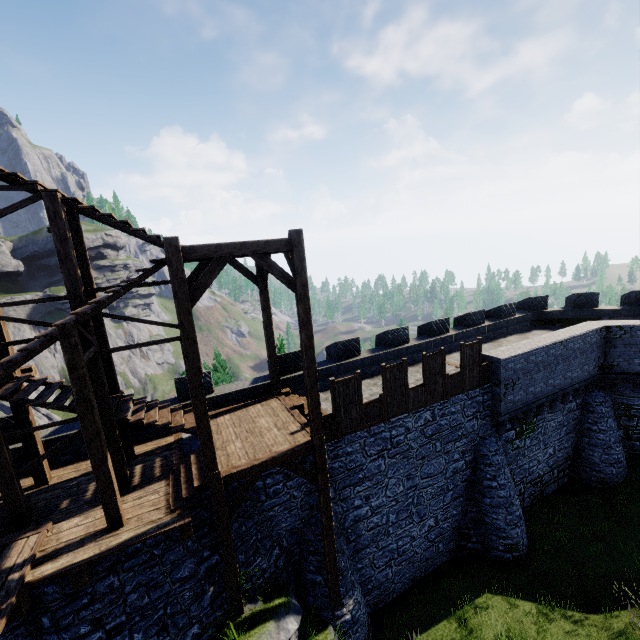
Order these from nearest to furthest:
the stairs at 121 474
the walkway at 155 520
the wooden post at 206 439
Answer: the walkway at 155 520, the wooden post at 206 439, the stairs at 121 474

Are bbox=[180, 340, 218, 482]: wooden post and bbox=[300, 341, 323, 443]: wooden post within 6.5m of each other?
yes

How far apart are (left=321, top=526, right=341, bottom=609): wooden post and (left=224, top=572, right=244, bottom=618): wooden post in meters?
2.6

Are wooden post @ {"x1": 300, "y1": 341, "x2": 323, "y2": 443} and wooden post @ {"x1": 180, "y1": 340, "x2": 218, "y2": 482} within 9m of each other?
yes

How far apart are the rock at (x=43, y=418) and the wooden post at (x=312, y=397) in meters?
68.6

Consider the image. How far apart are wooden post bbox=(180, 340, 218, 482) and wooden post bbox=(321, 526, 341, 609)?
4.13m

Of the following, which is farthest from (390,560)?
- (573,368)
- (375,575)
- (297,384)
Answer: (573,368)

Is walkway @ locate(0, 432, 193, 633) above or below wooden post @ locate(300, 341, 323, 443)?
below
